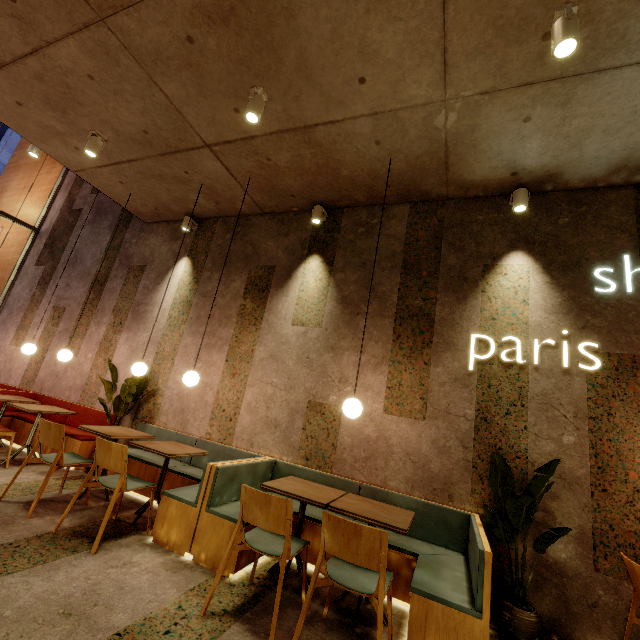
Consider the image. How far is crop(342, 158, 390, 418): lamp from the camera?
3.1m

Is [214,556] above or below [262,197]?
below

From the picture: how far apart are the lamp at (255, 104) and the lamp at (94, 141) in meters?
2.5

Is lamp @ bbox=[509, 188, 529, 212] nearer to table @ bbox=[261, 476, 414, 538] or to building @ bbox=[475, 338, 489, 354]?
building @ bbox=[475, 338, 489, 354]

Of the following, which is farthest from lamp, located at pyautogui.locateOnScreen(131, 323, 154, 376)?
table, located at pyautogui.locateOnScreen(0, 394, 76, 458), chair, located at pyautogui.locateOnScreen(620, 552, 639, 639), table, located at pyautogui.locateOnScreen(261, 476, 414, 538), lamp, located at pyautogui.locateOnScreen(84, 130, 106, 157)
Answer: chair, located at pyautogui.locateOnScreen(620, 552, 639, 639)

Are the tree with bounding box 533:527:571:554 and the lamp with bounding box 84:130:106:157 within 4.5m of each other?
no

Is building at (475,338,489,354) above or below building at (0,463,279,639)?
above

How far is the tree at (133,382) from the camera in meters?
4.8
